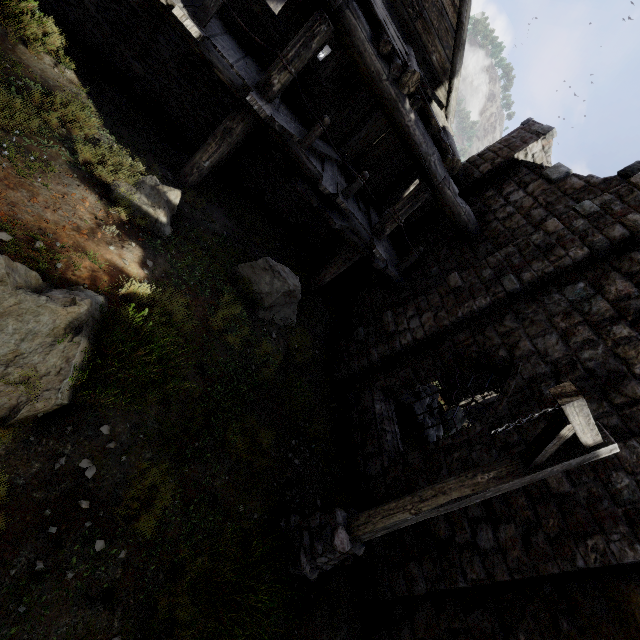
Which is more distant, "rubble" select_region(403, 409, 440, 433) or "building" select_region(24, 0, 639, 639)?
"rubble" select_region(403, 409, 440, 433)

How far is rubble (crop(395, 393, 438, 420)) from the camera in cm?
1056

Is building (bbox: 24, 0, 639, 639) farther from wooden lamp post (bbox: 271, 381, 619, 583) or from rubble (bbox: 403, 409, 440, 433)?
wooden lamp post (bbox: 271, 381, 619, 583)

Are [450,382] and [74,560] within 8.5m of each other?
no

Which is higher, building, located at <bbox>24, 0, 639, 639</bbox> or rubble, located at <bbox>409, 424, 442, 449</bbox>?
building, located at <bbox>24, 0, 639, 639</bbox>

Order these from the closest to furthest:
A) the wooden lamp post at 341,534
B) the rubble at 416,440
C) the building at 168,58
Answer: the wooden lamp post at 341,534, the building at 168,58, the rubble at 416,440

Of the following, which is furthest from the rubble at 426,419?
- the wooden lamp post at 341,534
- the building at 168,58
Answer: the wooden lamp post at 341,534
